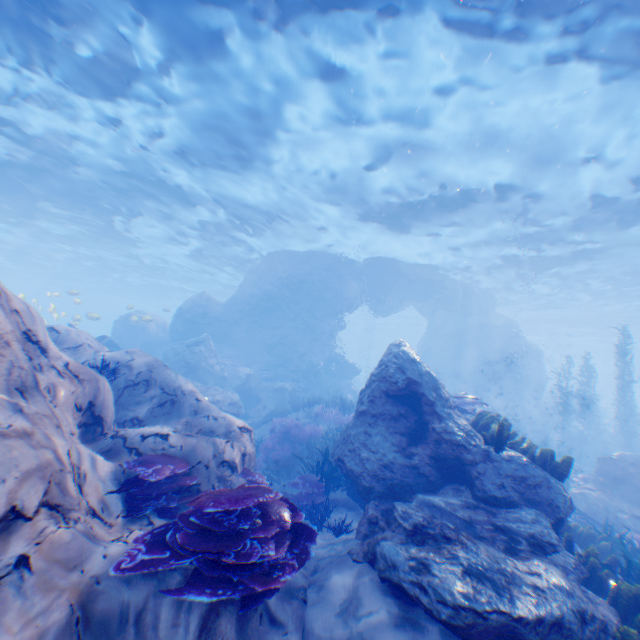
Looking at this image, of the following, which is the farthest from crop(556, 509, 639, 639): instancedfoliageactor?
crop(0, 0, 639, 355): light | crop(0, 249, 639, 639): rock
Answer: crop(0, 0, 639, 355): light

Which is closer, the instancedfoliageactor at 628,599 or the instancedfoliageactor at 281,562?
the instancedfoliageactor at 281,562

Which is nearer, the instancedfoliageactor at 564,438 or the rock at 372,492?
the rock at 372,492

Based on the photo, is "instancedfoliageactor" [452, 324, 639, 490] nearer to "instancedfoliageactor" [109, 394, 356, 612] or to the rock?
the rock

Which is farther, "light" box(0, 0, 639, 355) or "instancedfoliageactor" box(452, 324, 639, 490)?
"light" box(0, 0, 639, 355)

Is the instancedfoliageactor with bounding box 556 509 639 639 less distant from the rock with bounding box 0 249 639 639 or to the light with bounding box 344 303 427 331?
the rock with bounding box 0 249 639 639

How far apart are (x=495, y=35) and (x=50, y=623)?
13.1m

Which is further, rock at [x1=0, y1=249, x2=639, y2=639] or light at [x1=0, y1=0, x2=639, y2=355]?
light at [x1=0, y1=0, x2=639, y2=355]
